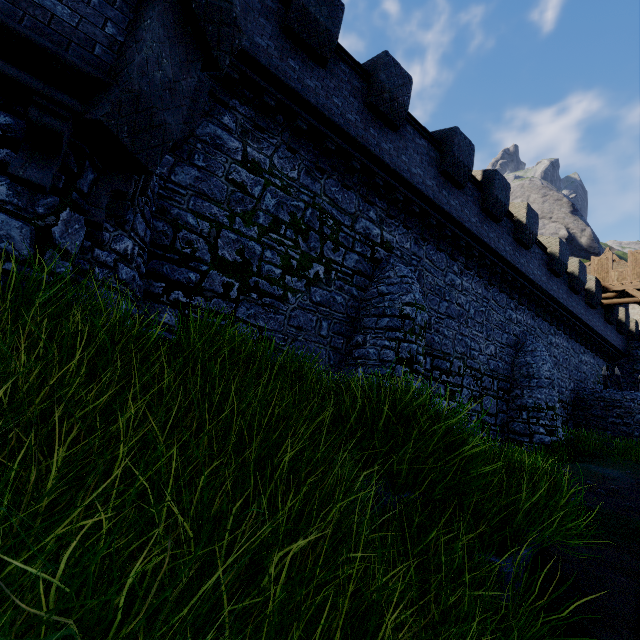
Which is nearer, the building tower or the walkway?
the building tower

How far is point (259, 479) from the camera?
2.2m

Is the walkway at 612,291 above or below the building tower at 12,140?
above

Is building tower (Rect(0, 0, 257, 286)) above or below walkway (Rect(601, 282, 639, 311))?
below

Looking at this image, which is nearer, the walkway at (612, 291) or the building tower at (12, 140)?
the building tower at (12, 140)
